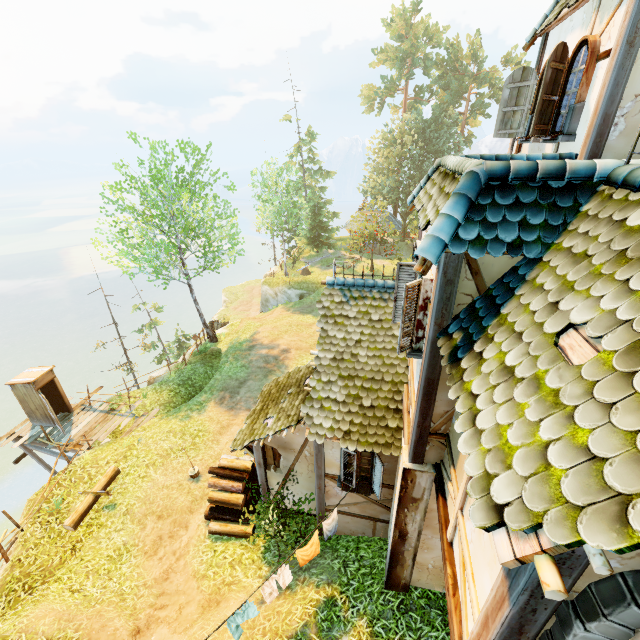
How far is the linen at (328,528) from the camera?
7.1m

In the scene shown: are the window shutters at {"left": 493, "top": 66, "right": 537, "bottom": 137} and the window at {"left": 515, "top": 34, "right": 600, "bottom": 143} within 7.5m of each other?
yes

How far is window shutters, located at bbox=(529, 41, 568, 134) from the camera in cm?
555

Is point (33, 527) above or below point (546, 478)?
below

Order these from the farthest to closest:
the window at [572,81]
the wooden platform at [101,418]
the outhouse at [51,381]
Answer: the wooden platform at [101,418] → the outhouse at [51,381] → the window at [572,81]

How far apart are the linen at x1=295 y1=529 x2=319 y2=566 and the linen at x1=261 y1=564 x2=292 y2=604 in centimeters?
15cm

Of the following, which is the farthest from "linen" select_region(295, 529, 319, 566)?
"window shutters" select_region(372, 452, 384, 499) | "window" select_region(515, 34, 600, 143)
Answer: "window" select_region(515, 34, 600, 143)

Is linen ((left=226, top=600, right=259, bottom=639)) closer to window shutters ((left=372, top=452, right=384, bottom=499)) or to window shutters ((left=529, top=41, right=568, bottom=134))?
window shutters ((left=372, top=452, right=384, bottom=499))
